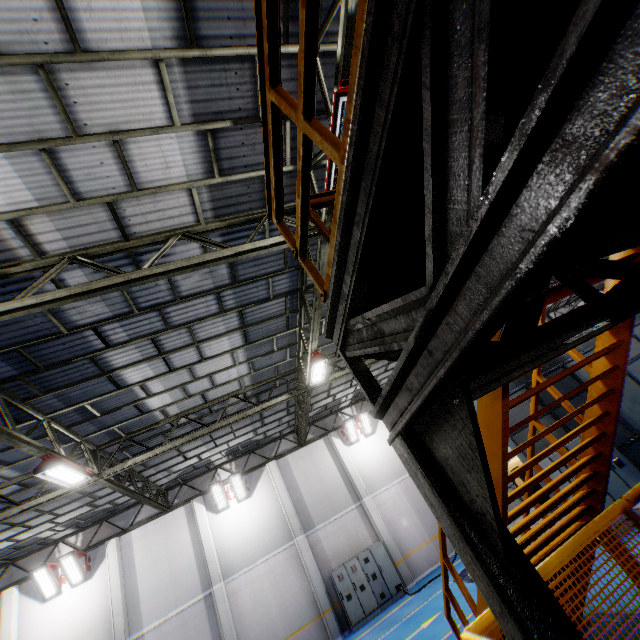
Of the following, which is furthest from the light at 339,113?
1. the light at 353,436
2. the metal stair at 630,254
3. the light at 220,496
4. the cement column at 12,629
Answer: the cement column at 12,629

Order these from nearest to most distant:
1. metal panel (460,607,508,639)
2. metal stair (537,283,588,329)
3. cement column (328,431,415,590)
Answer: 1. metal panel (460,607,508,639)
2. metal stair (537,283,588,329)
3. cement column (328,431,415,590)

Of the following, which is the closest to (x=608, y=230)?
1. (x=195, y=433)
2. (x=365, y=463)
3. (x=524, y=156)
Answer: (x=524, y=156)

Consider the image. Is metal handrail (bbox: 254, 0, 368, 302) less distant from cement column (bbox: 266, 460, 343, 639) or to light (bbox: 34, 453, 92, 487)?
light (bbox: 34, 453, 92, 487)

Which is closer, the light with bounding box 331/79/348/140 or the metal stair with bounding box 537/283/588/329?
the metal stair with bounding box 537/283/588/329

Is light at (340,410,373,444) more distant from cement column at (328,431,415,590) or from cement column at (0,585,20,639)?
cement column at (0,585,20,639)

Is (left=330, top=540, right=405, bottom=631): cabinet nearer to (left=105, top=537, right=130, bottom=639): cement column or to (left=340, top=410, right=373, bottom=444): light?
(left=340, top=410, right=373, bottom=444): light

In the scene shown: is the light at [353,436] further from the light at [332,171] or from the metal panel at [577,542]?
the metal panel at [577,542]
